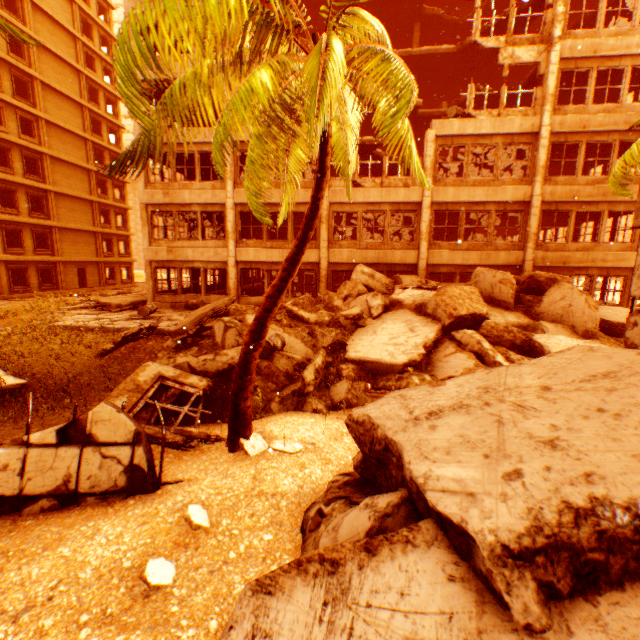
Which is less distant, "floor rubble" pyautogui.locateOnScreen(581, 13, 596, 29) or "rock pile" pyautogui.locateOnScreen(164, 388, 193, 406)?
"rock pile" pyautogui.locateOnScreen(164, 388, 193, 406)

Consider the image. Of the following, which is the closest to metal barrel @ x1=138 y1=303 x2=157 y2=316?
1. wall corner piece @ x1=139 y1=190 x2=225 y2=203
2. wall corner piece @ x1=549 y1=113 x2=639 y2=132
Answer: wall corner piece @ x1=139 y1=190 x2=225 y2=203

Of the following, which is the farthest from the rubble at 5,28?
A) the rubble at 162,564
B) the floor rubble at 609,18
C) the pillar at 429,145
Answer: the pillar at 429,145

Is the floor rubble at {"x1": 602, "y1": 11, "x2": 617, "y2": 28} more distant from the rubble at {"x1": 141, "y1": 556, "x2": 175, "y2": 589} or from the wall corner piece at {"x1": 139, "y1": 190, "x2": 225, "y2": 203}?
the rubble at {"x1": 141, "y1": 556, "x2": 175, "y2": 589}

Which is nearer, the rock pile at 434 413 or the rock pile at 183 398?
the rock pile at 434 413

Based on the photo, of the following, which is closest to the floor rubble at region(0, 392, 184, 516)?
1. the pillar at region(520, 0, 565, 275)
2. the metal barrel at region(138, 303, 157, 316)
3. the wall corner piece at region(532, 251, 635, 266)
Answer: the metal barrel at region(138, 303, 157, 316)

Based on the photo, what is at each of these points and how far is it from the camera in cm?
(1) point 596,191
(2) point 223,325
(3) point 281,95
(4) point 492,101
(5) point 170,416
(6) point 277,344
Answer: (1) wall corner piece, 1480
(2) rock pile, 966
(3) rubble, 600
(4) floor rubble, 1836
(5) rock pile, 648
(6) metal barrel, 906

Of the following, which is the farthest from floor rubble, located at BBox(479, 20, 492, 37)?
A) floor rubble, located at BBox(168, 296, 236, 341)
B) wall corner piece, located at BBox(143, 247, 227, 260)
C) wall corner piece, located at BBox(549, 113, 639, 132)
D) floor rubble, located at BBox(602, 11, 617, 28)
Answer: floor rubble, located at BBox(168, 296, 236, 341)
